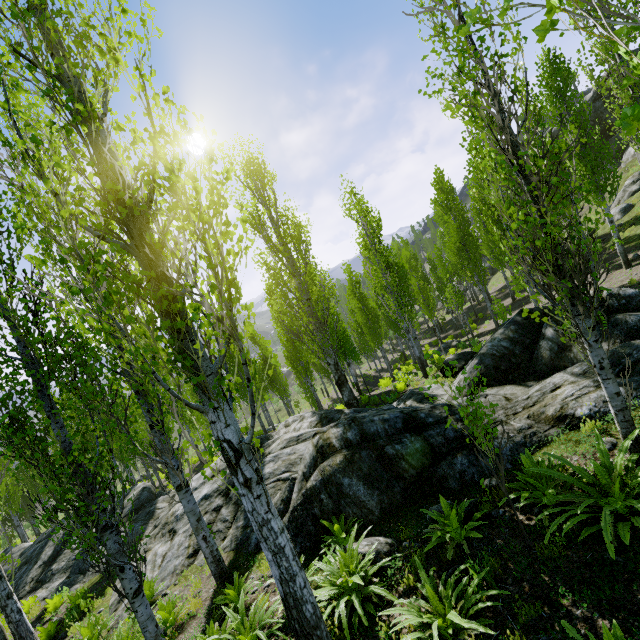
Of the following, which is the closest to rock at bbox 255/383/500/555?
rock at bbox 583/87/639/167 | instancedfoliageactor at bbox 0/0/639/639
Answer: instancedfoliageactor at bbox 0/0/639/639

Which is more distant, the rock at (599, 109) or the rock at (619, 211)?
the rock at (599, 109)

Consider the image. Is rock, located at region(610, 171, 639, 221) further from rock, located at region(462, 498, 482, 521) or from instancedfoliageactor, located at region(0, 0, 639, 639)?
rock, located at region(462, 498, 482, 521)

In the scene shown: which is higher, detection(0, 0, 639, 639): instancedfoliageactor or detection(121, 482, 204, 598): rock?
detection(0, 0, 639, 639): instancedfoliageactor

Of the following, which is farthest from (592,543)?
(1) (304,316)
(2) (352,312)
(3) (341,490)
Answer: (2) (352,312)

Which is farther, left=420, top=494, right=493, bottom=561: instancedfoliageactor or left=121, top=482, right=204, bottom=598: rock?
left=121, top=482, right=204, bottom=598: rock

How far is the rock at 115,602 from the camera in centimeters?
800cm

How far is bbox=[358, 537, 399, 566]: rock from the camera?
5.5 meters
